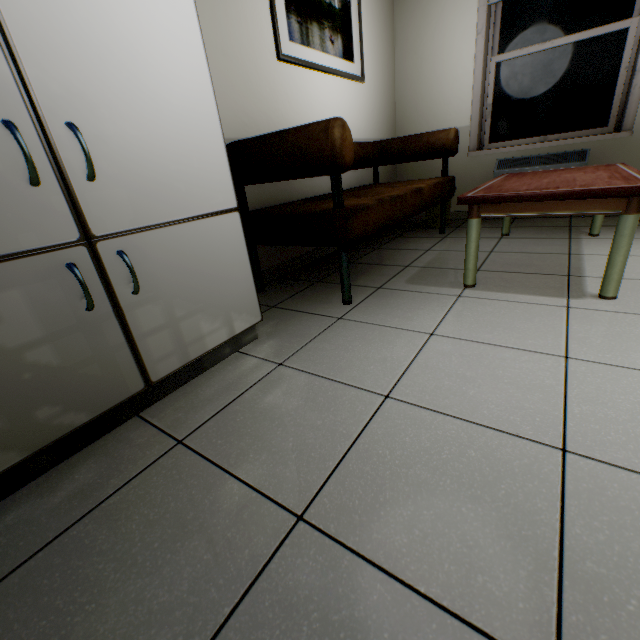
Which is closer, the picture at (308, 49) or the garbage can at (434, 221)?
the picture at (308, 49)

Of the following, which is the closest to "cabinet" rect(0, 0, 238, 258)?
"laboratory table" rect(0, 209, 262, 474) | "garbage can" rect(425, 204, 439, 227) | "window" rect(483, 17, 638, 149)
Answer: "laboratory table" rect(0, 209, 262, 474)

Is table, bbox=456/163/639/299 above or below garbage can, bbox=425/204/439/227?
above

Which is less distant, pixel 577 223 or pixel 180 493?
pixel 180 493

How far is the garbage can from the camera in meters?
3.6 m

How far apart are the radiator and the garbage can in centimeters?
48cm

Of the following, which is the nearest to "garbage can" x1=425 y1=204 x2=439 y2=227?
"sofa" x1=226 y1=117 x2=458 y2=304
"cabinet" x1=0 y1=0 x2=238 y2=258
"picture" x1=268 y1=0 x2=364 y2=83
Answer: "sofa" x1=226 y1=117 x2=458 y2=304

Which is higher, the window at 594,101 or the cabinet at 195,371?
the window at 594,101
